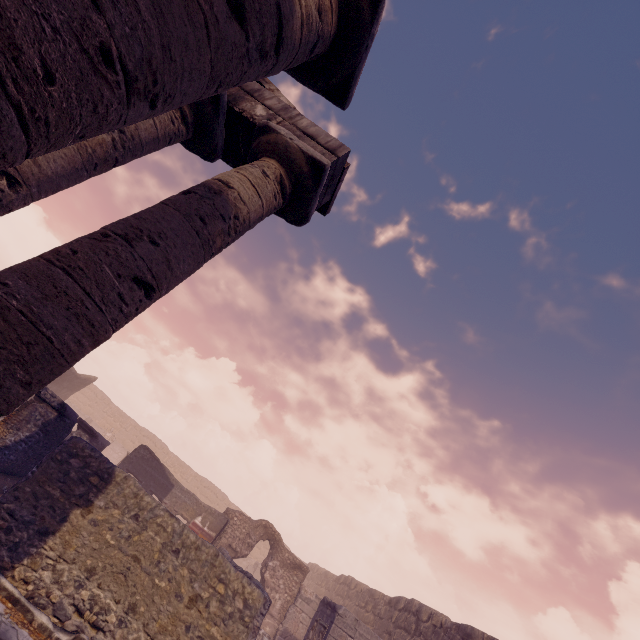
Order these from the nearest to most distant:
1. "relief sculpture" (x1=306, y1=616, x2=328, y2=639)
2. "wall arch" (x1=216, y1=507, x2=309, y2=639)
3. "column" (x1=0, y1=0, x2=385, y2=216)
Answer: "column" (x1=0, y1=0, x2=385, y2=216) < "relief sculpture" (x1=306, y1=616, x2=328, y2=639) < "wall arch" (x1=216, y1=507, x2=309, y2=639)

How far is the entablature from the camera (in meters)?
5.32

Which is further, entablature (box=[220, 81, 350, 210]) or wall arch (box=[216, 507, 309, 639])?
wall arch (box=[216, 507, 309, 639])

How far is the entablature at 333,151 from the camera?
5.3 meters

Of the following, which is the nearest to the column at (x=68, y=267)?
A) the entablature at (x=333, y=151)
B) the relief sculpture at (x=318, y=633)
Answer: the entablature at (x=333, y=151)

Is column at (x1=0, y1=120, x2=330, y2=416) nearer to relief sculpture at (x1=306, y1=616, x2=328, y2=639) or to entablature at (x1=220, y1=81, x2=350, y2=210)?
entablature at (x1=220, y1=81, x2=350, y2=210)

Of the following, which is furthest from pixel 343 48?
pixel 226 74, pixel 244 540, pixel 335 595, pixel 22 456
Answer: pixel 335 595

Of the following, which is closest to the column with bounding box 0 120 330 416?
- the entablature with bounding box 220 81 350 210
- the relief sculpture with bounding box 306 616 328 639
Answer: the entablature with bounding box 220 81 350 210
